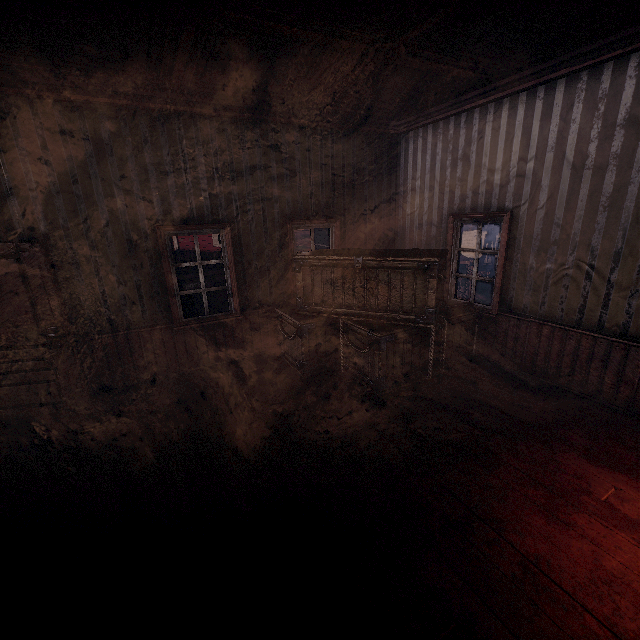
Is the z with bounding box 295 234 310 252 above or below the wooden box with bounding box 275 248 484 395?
below

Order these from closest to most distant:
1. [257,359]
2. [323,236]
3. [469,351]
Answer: →
[469,351]
[257,359]
[323,236]

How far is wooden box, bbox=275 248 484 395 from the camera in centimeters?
412cm

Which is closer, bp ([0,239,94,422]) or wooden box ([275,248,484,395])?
bp ([0,239,94,422])

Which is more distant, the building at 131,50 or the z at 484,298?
the z at 484,298

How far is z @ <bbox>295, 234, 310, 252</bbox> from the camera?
52.8 meters

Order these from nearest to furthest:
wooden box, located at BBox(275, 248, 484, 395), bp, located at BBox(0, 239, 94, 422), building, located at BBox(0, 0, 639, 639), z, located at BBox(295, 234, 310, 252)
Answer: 1. building, located at BBox(0, 0, 639, 639)
2. bp, located at BBox(0, 239, 94, 422)
3. wooden box, located at BBox(275, 248, 484, 395)
4. z, located at BBox(295, 234, 310, 252)

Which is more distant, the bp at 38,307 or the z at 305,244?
the z at 305,244
